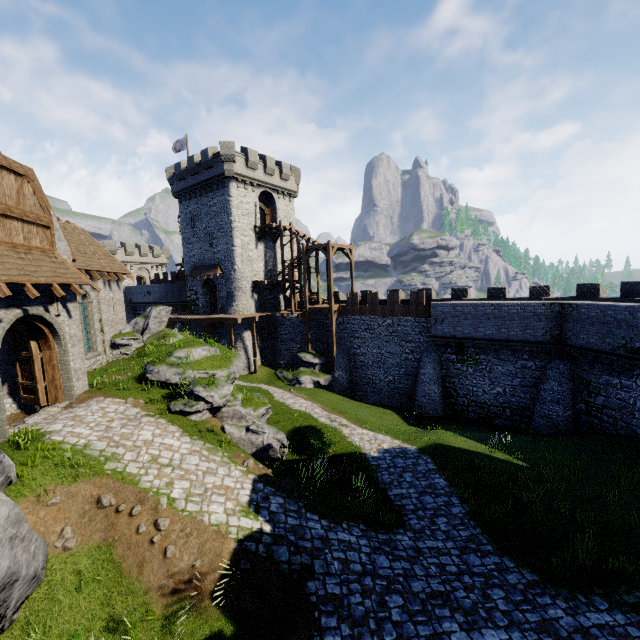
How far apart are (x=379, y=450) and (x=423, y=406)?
10.29m

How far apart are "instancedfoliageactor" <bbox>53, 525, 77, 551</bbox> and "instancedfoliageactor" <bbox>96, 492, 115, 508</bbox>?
0.61m

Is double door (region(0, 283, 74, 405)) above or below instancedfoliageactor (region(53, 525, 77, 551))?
above

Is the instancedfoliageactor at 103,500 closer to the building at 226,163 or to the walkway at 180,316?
the walkway at 180,316

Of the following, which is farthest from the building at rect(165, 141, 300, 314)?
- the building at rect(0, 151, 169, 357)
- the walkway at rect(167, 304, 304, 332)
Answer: the building at rect(0, 151, 169, 357)

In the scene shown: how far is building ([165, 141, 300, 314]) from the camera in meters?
32.7

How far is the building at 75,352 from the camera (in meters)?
13.45

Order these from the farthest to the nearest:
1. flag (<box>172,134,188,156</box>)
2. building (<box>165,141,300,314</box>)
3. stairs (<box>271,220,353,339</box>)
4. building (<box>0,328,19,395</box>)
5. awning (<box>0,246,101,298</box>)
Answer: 1. flag (<box>172,134,188,156</box>)
2. building (<box>165,141,300,314</box>)
3. stairs (<box>271,220,353,339</box>)
4. building (<box>0,328,19,395</box>)
5. awning (<box>0,246,101,298</box>)
